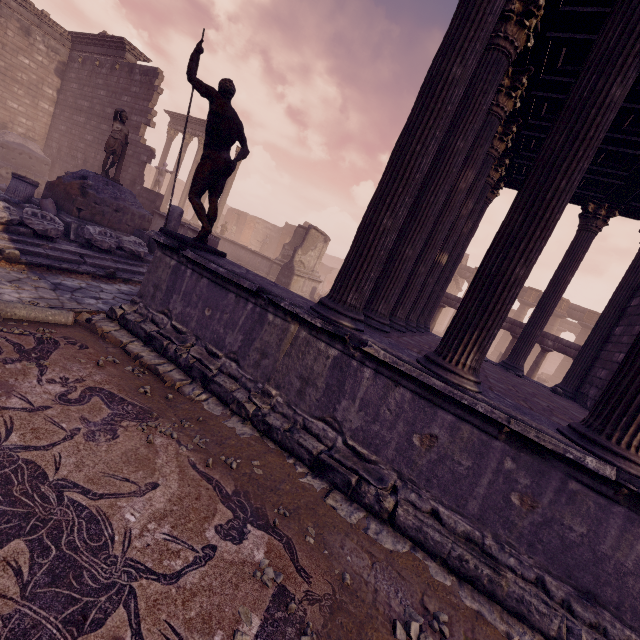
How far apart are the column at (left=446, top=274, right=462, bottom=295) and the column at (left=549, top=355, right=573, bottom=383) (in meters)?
10.33

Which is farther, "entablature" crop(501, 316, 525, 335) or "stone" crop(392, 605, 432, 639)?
"entablature" crop(501, 316, 525, 335)

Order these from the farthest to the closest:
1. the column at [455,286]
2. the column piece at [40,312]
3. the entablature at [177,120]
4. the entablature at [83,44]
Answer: the column at [455,286] < the entablature at [177,120] < the entablature at [83,44] < the column piece at [40,312]

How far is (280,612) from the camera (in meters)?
1.97

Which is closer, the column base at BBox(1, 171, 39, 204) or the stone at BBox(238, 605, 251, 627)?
the stone at BBox(238, 605, 251, 627)

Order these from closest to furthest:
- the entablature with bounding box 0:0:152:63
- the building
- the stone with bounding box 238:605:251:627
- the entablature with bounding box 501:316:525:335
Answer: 1. the stone with bounding box 238:605:251:627
2. the building
3. the entablature with bounding box 501:316:525:335
4. the entablature with bounding box 0:0:152:63

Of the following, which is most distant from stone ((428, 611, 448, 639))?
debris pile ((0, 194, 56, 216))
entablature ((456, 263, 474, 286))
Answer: entablature ((456, 263, 474, 286))

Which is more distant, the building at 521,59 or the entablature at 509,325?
the entablature at 509,325
